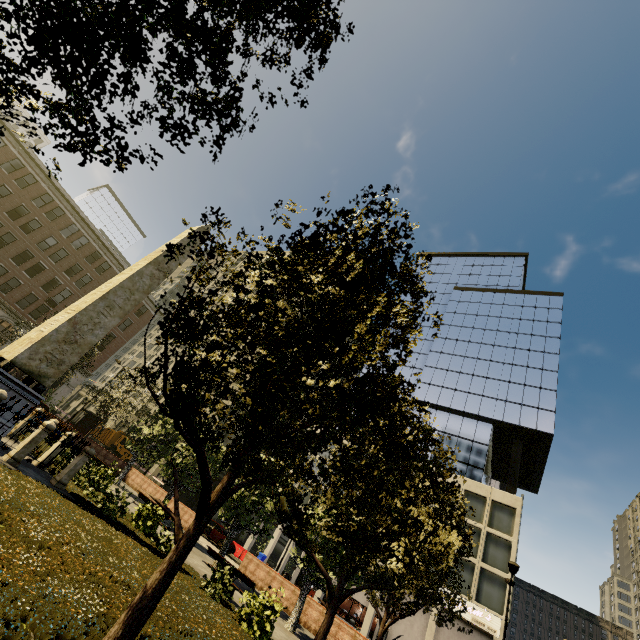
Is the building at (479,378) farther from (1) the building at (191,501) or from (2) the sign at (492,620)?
(1) the building at (191,501)

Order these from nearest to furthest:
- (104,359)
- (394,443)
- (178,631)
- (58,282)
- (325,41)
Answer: (325,41) → (394,443) → (178,631) → (58,282) → (104,359)

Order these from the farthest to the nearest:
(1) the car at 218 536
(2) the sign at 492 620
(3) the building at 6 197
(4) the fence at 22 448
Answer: (3) the building at 6 197, (1) the car at 218 536, (2) the sign at 492 620, (4) the fence at 22 448

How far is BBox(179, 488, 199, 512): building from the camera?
43.8 meters

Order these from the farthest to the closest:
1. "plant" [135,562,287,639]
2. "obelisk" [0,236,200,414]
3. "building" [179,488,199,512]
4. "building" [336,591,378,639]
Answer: "building" [179,488,199,512], "building" [336,591,378,639], "obelisk" [0,236,200,414], "plant" [135,562,287,639]

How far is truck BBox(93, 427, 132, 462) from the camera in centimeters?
4047cm

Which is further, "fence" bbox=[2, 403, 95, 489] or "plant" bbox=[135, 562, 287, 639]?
"fence" bbox=[2, 403, 95, 489]

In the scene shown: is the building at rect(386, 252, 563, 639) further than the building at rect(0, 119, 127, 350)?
No
